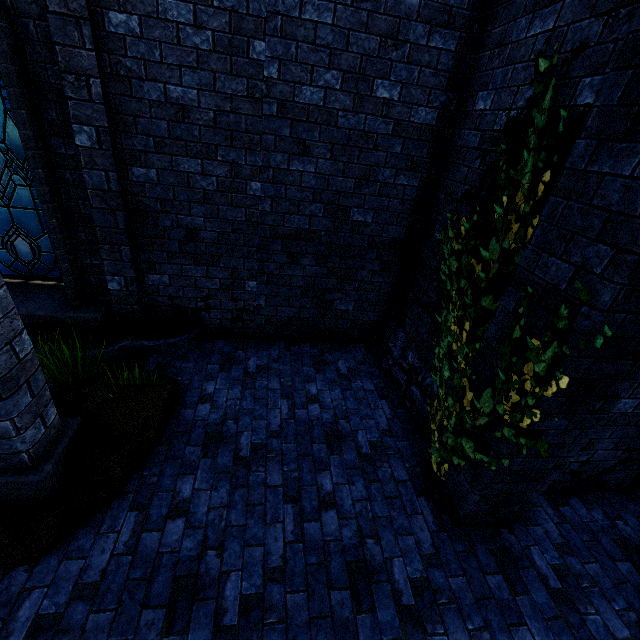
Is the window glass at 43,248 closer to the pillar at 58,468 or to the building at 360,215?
the building at 360,215

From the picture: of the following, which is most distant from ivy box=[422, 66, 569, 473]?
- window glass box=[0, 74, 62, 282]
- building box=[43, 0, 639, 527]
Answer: window glass box=[0, 74, 62, 282]

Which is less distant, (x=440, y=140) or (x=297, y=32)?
(x=297, y=32)

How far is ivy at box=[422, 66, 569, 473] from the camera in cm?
239

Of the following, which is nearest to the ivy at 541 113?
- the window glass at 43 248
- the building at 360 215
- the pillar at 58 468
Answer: the building at 360 215

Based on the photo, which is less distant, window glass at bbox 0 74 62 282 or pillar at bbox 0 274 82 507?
pillar at bbox 0 274 82 507

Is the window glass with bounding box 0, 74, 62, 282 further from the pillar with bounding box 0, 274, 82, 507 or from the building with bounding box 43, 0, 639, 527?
the pillar with bounding box 0, 274, 82, 507
